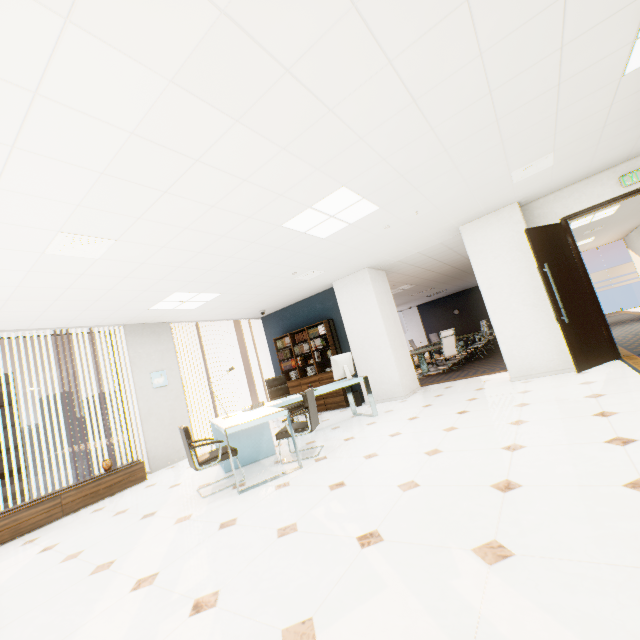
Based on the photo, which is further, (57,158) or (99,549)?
(99,549)

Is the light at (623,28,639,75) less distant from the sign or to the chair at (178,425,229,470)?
the sign

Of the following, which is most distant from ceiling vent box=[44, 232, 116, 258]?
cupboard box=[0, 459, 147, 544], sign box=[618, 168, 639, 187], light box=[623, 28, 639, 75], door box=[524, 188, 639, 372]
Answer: sign box=[618, 168, 639, 187]

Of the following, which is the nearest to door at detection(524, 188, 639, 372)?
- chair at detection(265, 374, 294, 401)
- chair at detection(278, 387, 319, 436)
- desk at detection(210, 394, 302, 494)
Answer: desk at detection(210, 394, 302, 494)

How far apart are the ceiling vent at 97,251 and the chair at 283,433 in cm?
320

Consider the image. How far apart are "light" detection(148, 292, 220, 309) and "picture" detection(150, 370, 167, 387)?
1.5 meters

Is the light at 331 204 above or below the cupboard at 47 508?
above

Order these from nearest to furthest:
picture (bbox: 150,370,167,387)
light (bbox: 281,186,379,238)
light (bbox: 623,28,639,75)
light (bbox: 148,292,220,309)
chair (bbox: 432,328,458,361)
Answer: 1. light (bbox: 623,28,639,75)
2. light (bbox: 281,186,379,238)
3. light (bbox: 148,292,220,309)
4. picture (bbox: 150,370,167,387)
5. chair (bbox: 432,328,458,361)
